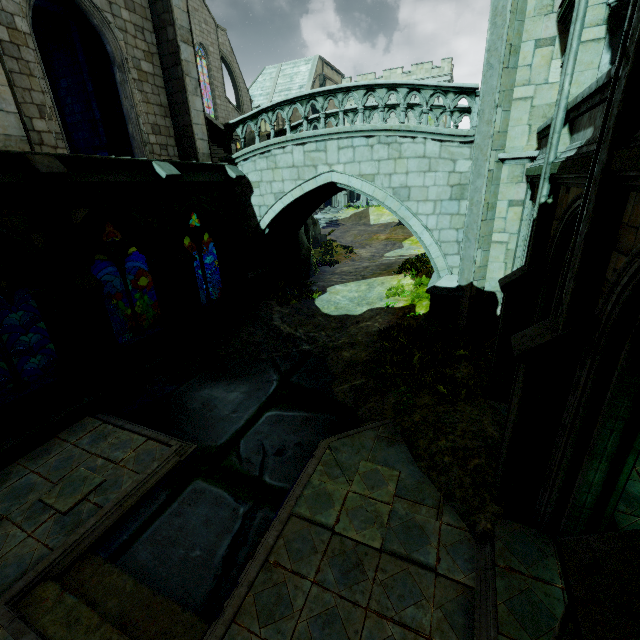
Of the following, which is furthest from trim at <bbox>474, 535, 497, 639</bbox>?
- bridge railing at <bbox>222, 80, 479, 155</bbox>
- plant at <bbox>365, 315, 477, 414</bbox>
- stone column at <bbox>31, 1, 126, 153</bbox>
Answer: stone column at <bbox>31, 1, 126, 153</bbox>

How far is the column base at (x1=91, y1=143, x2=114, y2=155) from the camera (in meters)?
14.06

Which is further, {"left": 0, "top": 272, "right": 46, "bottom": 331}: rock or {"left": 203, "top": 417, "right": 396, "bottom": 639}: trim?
{"left": 0, "top": 272, "right": 46, "bottom": 331}: rock

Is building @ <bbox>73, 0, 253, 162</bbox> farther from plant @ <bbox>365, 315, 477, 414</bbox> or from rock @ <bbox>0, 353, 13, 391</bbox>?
plant @ <bbox>365, 315, 477, 414</bbox>

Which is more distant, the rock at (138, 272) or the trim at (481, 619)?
the rock at (138, 272)

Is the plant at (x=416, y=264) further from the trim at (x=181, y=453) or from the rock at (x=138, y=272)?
the rock at (x=138, y=272)

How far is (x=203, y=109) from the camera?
12.9m

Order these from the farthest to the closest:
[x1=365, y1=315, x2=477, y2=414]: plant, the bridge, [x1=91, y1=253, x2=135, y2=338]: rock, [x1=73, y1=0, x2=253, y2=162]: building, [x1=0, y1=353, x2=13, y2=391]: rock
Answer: [x1=91, y1=253, x2=135, y2=338]: rock, [x1=0, y1=353, x2=13, y2=391]: rock, [x1=73, y1=0, x2=253, y2=162]: building, the bridge, [x1=365, y1=315, x2=477, y2=414]: plant
